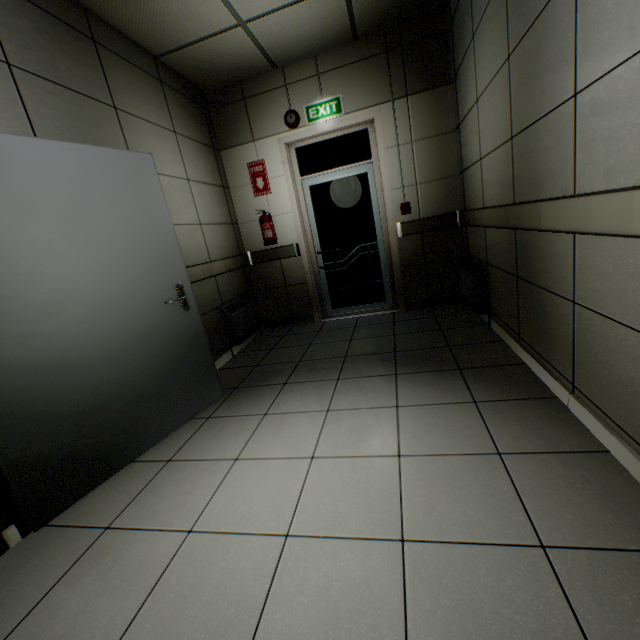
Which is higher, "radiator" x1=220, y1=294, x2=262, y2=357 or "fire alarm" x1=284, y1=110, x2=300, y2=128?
"fire alarm" x1=284, y1=110, x2=300, y2=128

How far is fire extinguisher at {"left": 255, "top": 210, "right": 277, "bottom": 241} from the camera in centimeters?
438cm

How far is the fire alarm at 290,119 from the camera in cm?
403

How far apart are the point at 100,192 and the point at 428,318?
3.4m

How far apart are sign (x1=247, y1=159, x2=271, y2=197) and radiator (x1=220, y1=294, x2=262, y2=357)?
1.39m

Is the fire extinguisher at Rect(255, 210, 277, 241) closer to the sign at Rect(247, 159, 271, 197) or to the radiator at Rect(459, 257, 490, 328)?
the sign at Rect(247, 159, 271, 197)

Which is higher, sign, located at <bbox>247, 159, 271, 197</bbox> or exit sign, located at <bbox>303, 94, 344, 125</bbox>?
exit sign, located at <bbox>303, 94, 344, 125</bbox>

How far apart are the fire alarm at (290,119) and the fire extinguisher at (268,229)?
1.1m
